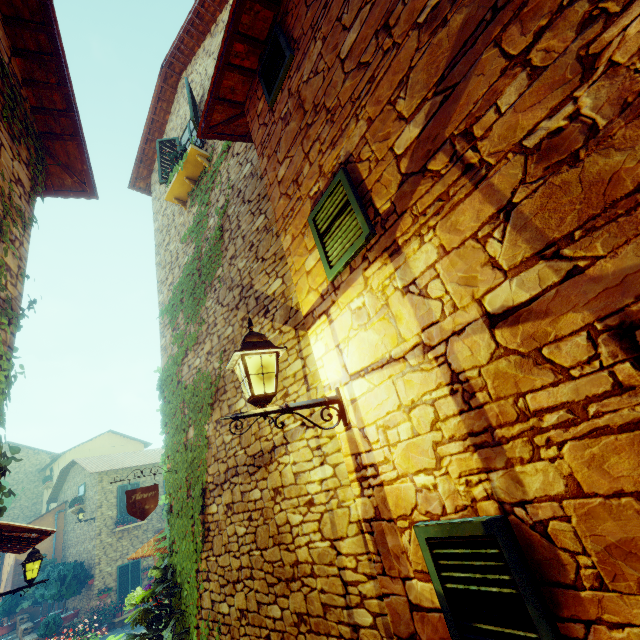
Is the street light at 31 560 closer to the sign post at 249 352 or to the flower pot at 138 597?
the flower pot at 138 597

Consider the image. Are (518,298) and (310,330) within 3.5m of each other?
yes

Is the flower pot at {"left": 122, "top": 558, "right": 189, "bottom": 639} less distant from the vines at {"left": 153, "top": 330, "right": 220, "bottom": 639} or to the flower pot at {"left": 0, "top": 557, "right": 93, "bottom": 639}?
the vines at {"left": 153, "top": 330, "right": 220, "bottom": 639}

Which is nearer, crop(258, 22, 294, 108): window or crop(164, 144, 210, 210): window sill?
crop(258, 22, 294, 108): window

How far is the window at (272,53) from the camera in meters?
3.4 m

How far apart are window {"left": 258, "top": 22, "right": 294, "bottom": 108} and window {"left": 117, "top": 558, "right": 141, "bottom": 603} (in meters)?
21.65

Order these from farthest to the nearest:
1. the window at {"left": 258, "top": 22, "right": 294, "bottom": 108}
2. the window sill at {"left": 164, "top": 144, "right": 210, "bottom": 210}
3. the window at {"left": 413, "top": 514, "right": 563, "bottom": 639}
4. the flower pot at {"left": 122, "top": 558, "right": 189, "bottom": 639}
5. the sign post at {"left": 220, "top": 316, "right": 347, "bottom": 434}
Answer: the window sill at {"left": 164, "top": 144, "right": 210, "bottom": 210} < the flower pot at {"left": 122, "top": 558, "right": 189, "bottom": 639} < the window at {"left": 258, "top": 22, "right": 294, "bottom": 108} < the sign post at {"left": 220, "top": 316, "right": 347, "bottom": 434} < the window at {"left": 413, "top": 514, "right": 563, "bottom": 639}

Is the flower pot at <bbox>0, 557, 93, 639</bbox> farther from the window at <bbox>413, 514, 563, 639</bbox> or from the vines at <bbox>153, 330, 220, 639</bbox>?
the window at <bbox>413, 514, 563, 639</bbox>
